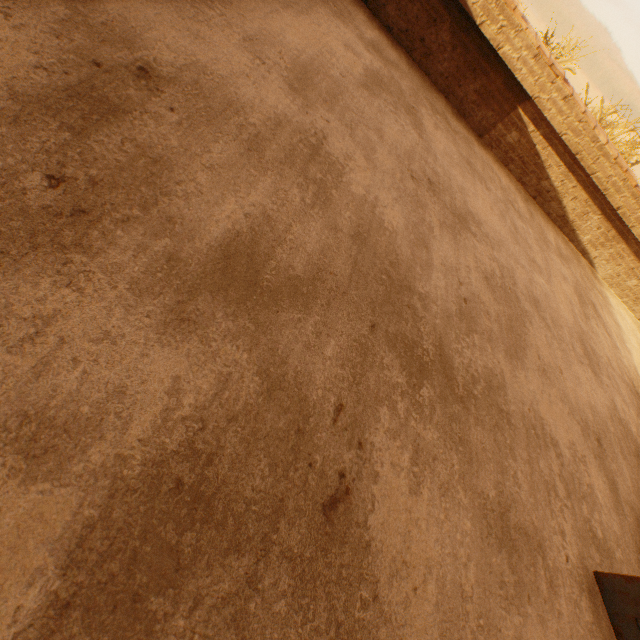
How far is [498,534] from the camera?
1.51m
